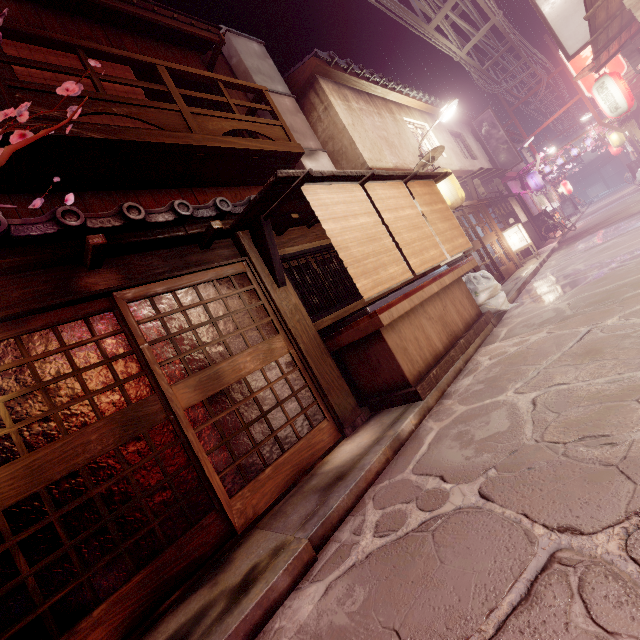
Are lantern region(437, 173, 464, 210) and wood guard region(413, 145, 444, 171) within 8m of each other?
yes

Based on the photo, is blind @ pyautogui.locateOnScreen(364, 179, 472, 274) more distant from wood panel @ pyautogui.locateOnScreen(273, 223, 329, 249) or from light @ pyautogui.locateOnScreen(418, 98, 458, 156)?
light @ pyautogui.locateOnScreen(418, 98, 458, 156)

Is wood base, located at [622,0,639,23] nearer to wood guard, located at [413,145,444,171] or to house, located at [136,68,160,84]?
wood guard, located at [413,145,444,171]

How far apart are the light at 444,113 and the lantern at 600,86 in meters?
6.1

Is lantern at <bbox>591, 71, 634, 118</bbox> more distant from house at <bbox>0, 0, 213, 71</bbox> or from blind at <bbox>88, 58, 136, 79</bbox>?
blind at <bbox>88, 58, 136, 79</bbox>

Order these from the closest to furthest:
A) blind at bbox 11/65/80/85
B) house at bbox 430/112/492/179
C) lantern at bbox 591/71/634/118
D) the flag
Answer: blind at bbox 11/65/80/85 → lantern at bbox 591/71/634/118 → house at bbox 430/112/492/179 → the flag

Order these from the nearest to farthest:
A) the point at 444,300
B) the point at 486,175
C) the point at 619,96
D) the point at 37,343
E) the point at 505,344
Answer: the point at 37,343 → the point at 505,344 → the point at 444,300 → the point at 619,96 → the point at 486,175

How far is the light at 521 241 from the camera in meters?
21.0 m
